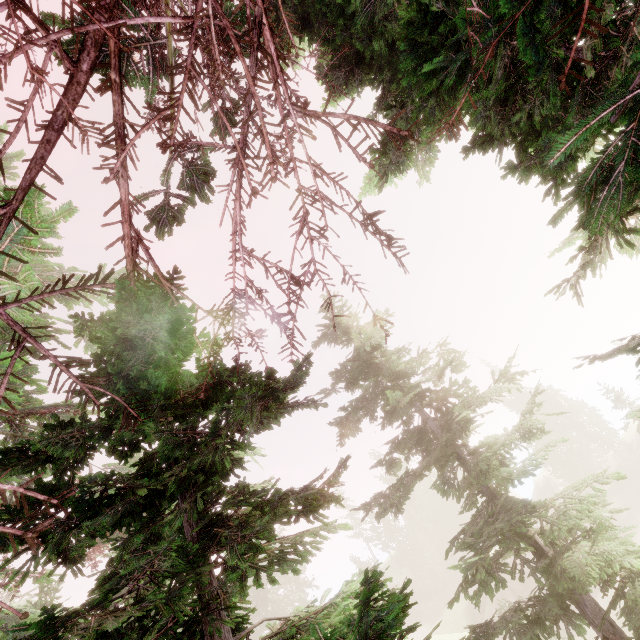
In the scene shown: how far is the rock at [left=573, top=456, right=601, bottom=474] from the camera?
44.59m

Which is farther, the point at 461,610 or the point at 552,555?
the point at 461,610

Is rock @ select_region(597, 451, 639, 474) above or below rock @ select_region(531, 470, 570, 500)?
below

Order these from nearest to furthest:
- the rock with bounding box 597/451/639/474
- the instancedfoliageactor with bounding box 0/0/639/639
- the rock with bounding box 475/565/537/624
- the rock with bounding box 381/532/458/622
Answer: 1. the instancedfoliageactor with bounding box 0/0/639/639
2. the rock with bounding box 475/565/537/624
3. the rock with bounding box 597/451/639/474
4. the rock with bounding box 381/532/458/622

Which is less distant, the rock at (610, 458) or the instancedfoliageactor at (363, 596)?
the instancedfoliageactor at (363, 596)

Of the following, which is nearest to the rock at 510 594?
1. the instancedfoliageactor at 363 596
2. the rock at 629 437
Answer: the instancedfoliageactor at 363 596

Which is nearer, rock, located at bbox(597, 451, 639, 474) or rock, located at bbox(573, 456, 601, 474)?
rock, located at bbox(597, 451, 639, 474)
